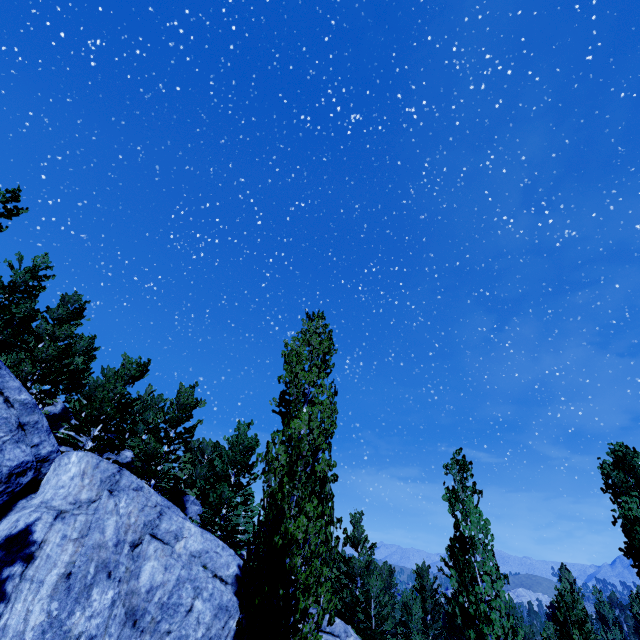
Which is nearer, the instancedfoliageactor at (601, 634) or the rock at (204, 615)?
the instancedfoliageactor at (601, 634)

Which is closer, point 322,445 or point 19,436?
point 322,445

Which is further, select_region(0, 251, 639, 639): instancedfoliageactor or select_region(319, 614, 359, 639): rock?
select_region(319, 614, 359, 639): rock

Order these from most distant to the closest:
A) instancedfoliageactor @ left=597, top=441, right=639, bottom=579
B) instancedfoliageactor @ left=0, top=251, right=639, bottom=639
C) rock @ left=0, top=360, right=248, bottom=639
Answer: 1. instancedfoliageactor @ left=597, top=441, right=639, bottom=579
2. rock @ left=0, top=360, right=248, bottom=639
3. instancedfoliageactor @ left=0, top=251, right=639, bottom=639

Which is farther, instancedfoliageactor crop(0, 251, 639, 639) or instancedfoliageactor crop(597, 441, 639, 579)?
instancedfoliageactor crop(597, 441, 639, 579)

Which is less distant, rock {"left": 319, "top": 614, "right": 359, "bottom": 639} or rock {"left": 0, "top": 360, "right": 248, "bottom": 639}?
rock {"left": 0, "top": 360, "right": 248, "bottom": 639}
